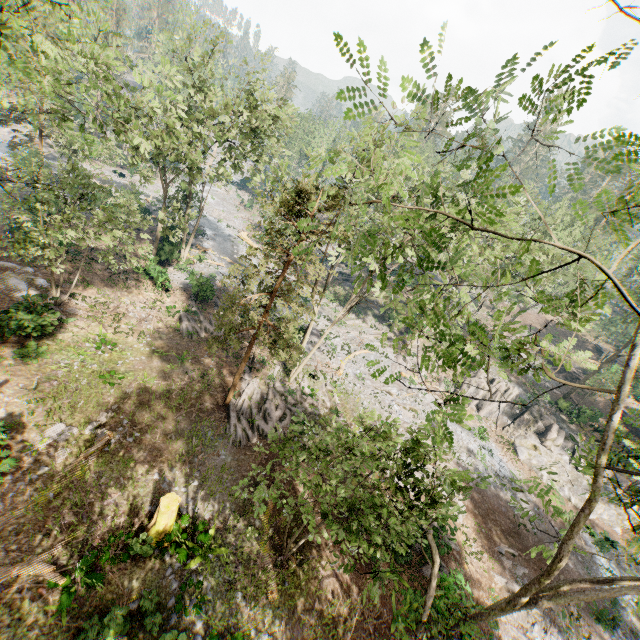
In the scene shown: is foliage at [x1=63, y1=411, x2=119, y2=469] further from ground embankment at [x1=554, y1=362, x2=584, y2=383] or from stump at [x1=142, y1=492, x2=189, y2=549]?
stump at [x1=142, y1=492, x2=189, y2=549]

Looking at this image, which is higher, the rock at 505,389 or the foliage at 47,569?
the rock at 505,389

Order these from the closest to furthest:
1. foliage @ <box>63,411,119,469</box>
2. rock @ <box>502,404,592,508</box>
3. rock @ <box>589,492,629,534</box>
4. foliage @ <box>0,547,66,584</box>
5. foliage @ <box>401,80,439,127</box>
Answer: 1. foliage @ <box>401,80,439,127</box>
2. foliage @ <box>0,547,66,584</box>
3. foliage @ <box>63,411,119,469</box>
4. rock @ <box>589,492,629,534</box>
5. rock @ <box>502,404,592,508</box>

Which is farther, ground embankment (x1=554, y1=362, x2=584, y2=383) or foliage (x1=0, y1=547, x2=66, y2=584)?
ground embankment (x1=554, y1=362, x2=584, y2=383)

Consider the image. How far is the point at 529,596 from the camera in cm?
601

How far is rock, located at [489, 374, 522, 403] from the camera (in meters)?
33.91

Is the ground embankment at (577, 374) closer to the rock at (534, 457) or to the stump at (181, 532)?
the rock at (534, 457)

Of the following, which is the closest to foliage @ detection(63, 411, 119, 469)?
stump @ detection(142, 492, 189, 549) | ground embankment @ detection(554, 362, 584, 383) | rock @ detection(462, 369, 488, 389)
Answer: rock @ detection(462, 369, 488, 389)
